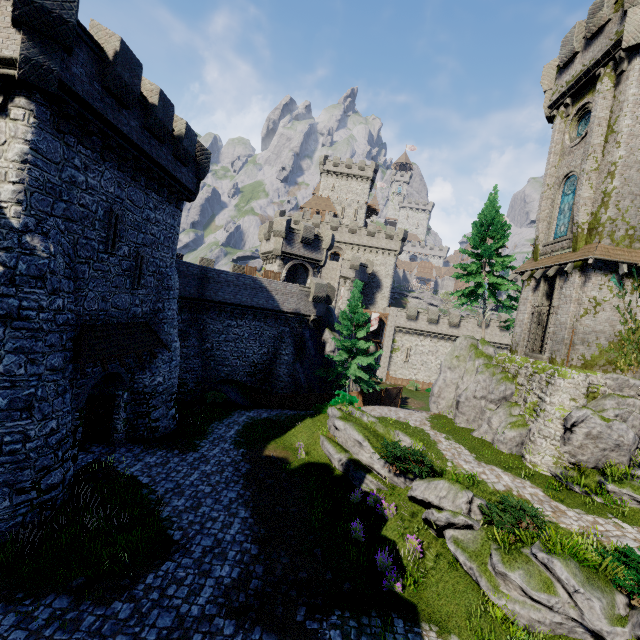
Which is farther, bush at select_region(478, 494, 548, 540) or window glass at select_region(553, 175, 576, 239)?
window glass at select_region(553, 175, 576, 239)

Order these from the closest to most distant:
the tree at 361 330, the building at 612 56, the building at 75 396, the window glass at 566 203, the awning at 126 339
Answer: the awning at 126 339 < the building at 75 396 < the building at 612 56 < the window glass at 566 203 < the tree at 361 330

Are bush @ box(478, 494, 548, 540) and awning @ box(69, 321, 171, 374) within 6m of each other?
no

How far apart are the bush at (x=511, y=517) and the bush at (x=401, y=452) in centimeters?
231cm

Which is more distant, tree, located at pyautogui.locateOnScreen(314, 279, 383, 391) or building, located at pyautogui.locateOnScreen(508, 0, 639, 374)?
tree, located at pyautogui.locateOnScreen(314, 279, 383, 391)

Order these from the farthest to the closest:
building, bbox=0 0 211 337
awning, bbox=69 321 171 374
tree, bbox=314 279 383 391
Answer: tree, bbox=314 279 383 391, awning, bbox=69 321 171 374, building, bbox=0 0 211 337

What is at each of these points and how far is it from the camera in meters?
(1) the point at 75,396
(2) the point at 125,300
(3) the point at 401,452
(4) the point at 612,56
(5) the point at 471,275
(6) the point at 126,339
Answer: (1) building, 13.2 m
(2) building, 15.4 m
(3) bush, 14.1 m
(4) building, 16.8 m
(5) tree, 27.4 m
(6) awning, 15.0 m

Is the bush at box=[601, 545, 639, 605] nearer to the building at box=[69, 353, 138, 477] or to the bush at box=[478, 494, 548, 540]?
the bush at box=[478, 494, 548, 540]
